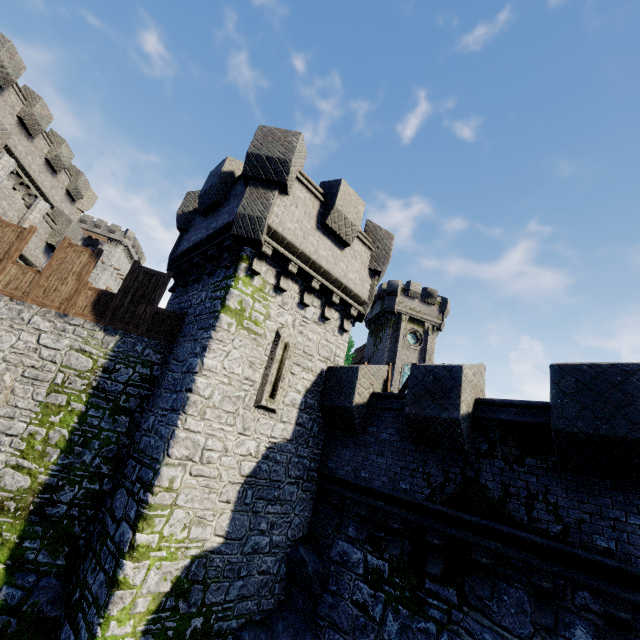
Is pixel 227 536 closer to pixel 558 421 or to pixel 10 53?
pixel 558 421

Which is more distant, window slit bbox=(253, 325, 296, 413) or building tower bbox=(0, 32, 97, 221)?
building tower bbox=(0, 32, 97, 221)

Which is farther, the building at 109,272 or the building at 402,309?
the building at 109,272

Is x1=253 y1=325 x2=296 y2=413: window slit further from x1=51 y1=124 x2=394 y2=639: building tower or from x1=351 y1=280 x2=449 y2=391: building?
x1=351 y1=280 x2=449 y2=391: building

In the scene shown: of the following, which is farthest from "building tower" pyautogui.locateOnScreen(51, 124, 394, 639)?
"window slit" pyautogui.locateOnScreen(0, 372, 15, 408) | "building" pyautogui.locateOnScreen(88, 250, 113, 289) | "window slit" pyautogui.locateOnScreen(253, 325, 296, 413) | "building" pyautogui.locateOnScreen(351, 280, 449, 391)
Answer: "building" pyautogui.locateOnScreen(88, 250, 113, 289)

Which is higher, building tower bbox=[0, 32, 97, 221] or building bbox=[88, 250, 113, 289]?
building bbox=[88, 250, 113, 289]

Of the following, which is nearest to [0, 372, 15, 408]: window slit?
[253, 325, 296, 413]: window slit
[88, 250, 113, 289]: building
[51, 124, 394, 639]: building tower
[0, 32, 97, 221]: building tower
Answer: [51, 124, 394, 639]: building tower

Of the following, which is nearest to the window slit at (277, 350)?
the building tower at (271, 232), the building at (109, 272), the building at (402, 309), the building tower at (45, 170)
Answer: the building tower at (271, 232)
